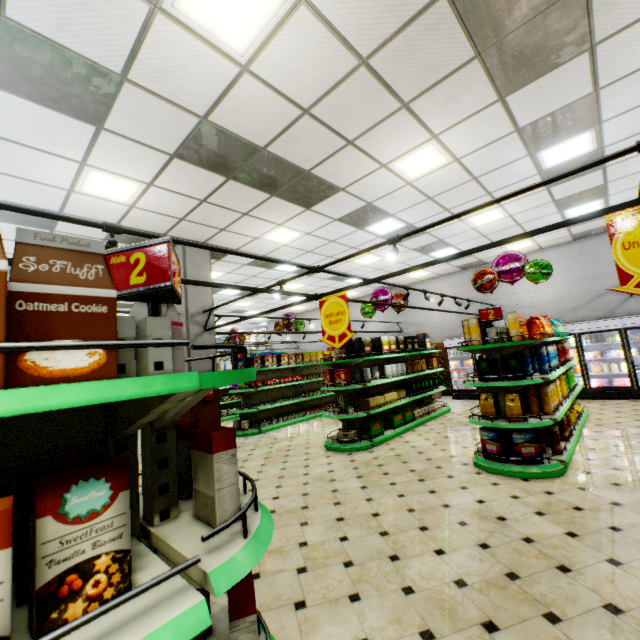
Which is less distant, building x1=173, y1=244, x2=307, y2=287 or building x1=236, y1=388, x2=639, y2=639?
building x1=236, y1=388, x2=639, y2=639

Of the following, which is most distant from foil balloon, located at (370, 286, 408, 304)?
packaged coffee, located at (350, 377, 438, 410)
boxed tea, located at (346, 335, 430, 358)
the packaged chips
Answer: the packaged chips

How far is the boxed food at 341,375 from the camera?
7.06m

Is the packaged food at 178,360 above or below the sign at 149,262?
below

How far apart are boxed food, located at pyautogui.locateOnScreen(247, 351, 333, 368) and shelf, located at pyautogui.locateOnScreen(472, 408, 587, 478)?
6.1m

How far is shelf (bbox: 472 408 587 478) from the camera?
4.49m

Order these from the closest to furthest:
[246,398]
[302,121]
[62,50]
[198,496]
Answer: [198,496] < [62,50] < [302,121] < [246,398]

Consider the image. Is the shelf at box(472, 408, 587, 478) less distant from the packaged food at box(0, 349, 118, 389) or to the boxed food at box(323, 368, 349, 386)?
the boxed food at box(323, 368, 349, 386)
